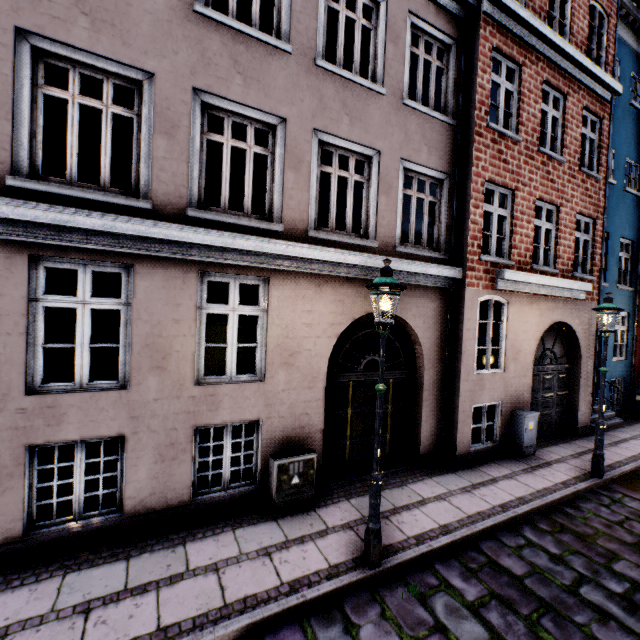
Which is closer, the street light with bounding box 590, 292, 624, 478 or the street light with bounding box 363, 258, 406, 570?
the street light with bounding box 363, 258, 406, 570

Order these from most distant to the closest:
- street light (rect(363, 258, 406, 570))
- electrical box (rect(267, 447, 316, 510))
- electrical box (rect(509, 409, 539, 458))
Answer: electrical box (rect(509, 409, 539, 458)) < electrical box (rect(267, 447, 316, 510)) < street light (rect(363, 258, 406, 570))

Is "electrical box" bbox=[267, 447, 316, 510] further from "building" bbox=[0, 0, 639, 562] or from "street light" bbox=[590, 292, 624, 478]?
"street light" bbox=[590, 292, 624, 478]

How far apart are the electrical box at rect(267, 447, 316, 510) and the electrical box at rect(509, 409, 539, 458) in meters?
5.4

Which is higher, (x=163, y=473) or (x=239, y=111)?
(x=239, y=111)

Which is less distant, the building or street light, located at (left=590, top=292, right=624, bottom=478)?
the building

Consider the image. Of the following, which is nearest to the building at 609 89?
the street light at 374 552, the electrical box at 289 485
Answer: the electrical box at 289 485

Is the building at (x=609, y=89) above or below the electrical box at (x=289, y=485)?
above
